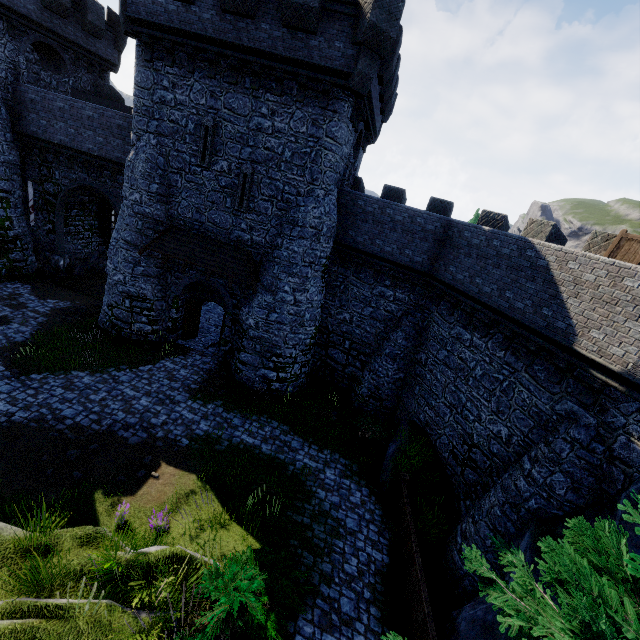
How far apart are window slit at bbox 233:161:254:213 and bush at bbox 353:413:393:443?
11.1m

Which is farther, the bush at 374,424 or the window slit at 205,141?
the bush at 374,424

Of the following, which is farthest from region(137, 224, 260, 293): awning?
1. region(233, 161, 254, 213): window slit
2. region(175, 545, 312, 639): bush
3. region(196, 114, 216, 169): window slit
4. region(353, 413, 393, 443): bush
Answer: region(175, 545, 312, 639): bush

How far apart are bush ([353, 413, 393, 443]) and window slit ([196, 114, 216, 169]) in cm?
1356

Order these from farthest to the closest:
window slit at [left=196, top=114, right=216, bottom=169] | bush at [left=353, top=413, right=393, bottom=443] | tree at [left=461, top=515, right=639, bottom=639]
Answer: bush at [left=353, top=413, right=393, bottom=443]
window slit at [left=196, top=114, right=216, bottom=169]
tree at [left=461, top=515, right=639, bottom=639]

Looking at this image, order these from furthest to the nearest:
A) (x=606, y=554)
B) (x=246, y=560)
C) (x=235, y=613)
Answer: (x=246, y=560)
(x=235, y=613)
(x=606, y=554)

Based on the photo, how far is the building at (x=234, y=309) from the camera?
16.67m

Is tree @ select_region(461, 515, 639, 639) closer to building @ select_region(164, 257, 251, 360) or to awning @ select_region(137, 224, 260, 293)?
awning @ select_region(137, 224, 260, 293)
